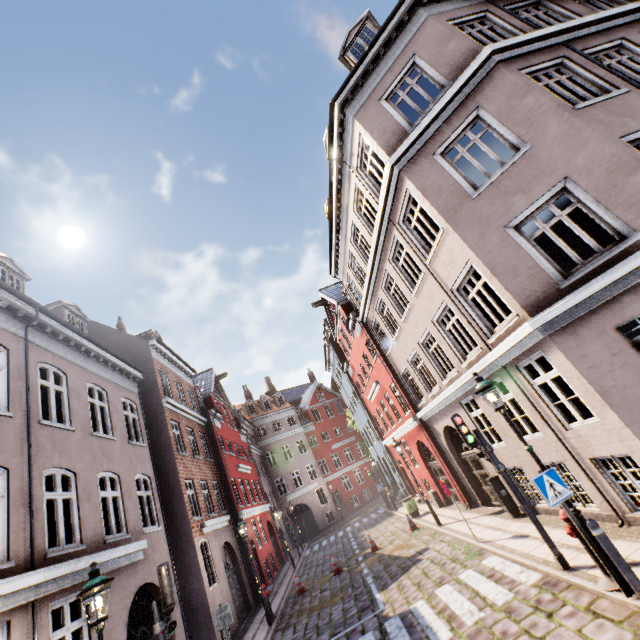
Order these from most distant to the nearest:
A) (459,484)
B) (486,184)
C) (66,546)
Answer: (459,484) → (486,184) → (66,546)

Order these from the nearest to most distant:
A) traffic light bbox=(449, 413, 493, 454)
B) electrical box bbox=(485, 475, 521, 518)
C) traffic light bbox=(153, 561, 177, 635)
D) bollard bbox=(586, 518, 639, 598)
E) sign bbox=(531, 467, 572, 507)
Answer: bollard bbox=(586, 518, 639, 598)
sign bbox=(531, 467, 572, 507)
traffic light bbox=(153, 561, 177, 635)
traffic light bbox=(449, 413, 493, 454)
electrical box bbox=(485, 475, 521, 518)

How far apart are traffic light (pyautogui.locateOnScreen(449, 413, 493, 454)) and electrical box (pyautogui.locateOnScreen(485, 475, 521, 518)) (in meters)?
4.36

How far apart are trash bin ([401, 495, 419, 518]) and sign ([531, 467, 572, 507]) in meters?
14.3

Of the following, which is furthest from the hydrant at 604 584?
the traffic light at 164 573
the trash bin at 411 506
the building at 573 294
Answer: the trash bin at 411 506

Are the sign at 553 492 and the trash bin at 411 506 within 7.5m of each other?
no

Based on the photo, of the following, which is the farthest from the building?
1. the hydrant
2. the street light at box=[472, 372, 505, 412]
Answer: the hydrant

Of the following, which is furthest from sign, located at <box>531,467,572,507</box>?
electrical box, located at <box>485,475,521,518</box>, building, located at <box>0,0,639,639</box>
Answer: electrical box, located at <box>485,475,521,518</box>
